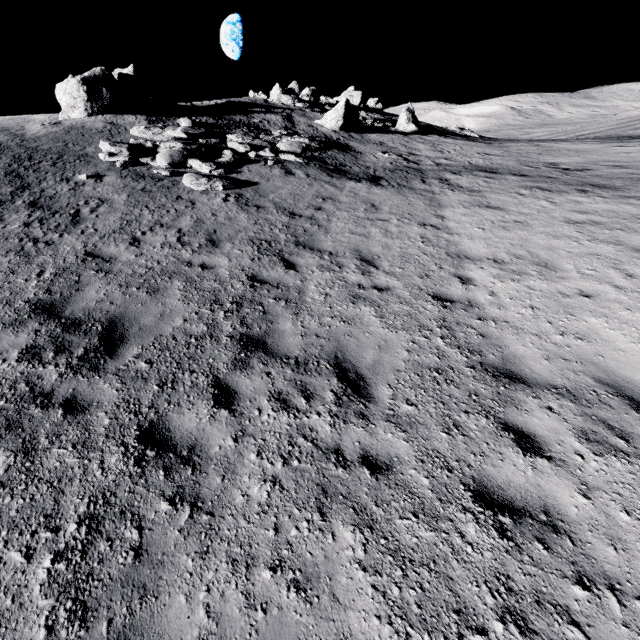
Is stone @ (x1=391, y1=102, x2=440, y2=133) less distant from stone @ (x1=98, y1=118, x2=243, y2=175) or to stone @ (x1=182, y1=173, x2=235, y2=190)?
stone @ (x1=98, y1=118, x2=243, y2=175)

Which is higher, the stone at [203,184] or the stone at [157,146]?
the stone at [157,146]

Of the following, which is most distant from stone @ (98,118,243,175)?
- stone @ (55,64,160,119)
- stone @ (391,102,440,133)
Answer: stone @ (391,102,440,133)

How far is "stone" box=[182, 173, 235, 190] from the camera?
11.7m

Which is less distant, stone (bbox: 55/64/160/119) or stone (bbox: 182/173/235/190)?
stone (bbox: 182/173/235/190)

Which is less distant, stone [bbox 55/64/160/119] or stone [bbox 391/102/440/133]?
stone [bbox 55/64/160/119]

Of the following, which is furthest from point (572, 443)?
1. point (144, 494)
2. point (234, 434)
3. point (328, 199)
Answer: point (328, 199)

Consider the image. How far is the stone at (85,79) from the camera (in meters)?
16.91
